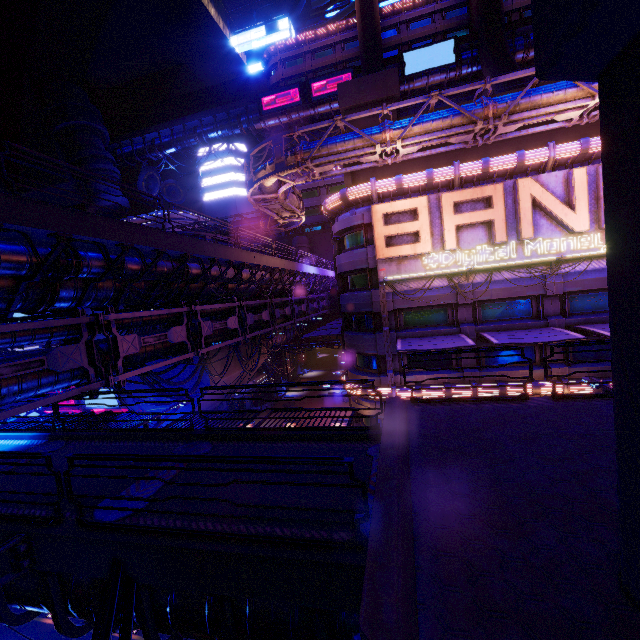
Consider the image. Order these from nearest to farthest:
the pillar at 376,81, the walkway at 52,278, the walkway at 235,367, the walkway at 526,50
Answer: the walkway at 52,278 < the pillar at 376,81 < the walkway at 235,367 < the walkway at 526,50

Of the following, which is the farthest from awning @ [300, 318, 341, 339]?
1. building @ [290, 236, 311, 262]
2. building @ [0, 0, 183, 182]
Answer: building @ [0, 0, 183, 182]

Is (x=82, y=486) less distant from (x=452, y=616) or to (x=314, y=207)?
(x=452, y=616)

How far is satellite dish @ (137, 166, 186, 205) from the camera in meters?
47.3

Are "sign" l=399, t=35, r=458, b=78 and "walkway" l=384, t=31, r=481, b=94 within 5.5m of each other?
yes

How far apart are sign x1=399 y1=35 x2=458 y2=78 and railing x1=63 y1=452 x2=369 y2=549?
53.4 meters

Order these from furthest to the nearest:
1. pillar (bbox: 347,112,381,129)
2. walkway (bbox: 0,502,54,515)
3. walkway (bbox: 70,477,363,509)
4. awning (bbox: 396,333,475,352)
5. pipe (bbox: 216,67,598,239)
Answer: pillar (bbox: 347,112,381,129)
awning (bbox: 396,333,475,352)
pipe (bbox: 216,67,598,239)
walkway (bbox: 0,502,54,515)
walkway (bbox: 70,477,363,509)

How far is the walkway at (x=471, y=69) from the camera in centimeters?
4147cm
